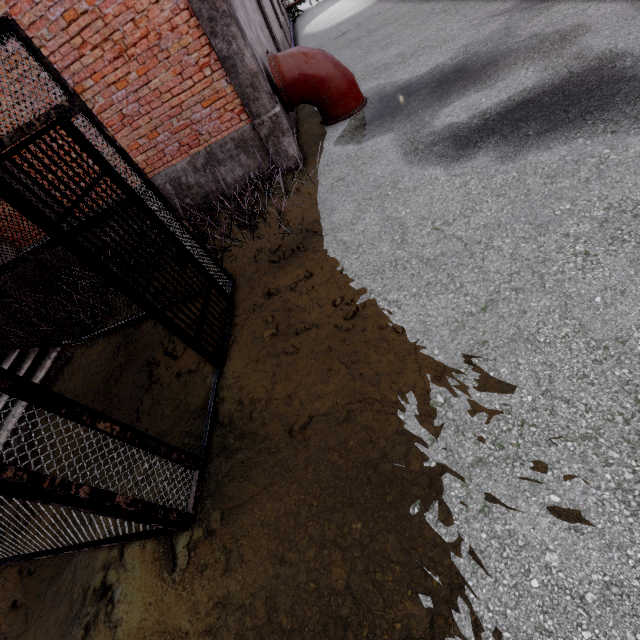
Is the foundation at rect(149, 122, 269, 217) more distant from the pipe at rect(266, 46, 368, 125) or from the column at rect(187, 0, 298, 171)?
the pipe at rect(266, 46, 368, 125)

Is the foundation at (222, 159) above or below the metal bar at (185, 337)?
below

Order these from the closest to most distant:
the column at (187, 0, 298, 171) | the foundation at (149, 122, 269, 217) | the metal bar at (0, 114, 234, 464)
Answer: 1. the metal bar at (0, 114, 234, 464)
2. the column at (187, 0, 298, 171)
3. the foundation at (149, 122, 269, 217)

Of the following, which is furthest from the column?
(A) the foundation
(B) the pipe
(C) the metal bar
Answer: (C) the metal bar

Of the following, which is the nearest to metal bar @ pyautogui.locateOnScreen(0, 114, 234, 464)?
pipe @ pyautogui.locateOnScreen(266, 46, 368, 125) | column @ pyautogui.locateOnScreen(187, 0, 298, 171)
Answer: column @ pyautogui.locateOnScreen(187, 0, 298, 171)

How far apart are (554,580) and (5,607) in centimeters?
467cm

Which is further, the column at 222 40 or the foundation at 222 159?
the foundation at 222 159

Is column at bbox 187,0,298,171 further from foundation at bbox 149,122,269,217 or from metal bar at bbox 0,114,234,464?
metal bar at bbox 0,114,234,464
